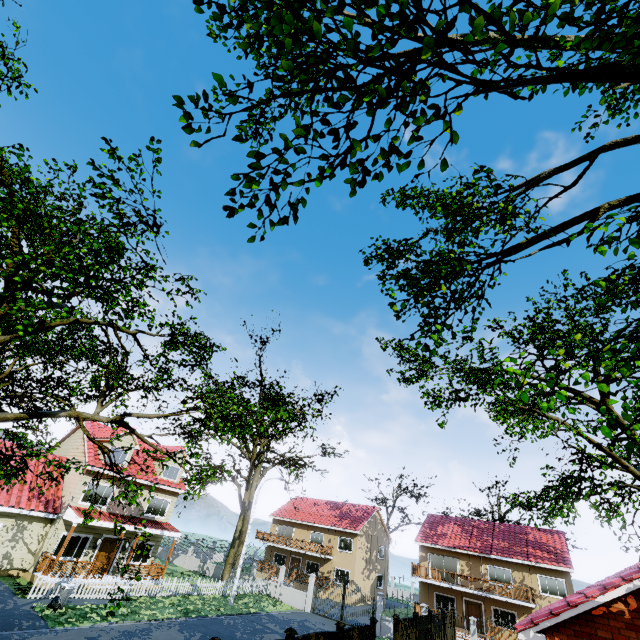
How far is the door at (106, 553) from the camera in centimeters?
2188cm

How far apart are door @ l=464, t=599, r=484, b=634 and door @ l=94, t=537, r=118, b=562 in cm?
3034

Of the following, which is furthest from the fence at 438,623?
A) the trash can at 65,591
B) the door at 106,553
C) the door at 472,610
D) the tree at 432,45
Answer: the door at 472,610

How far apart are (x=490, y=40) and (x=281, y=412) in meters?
8.2 m

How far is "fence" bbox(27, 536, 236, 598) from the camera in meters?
17.3

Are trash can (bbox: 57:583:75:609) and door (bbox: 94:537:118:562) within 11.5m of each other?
yes
